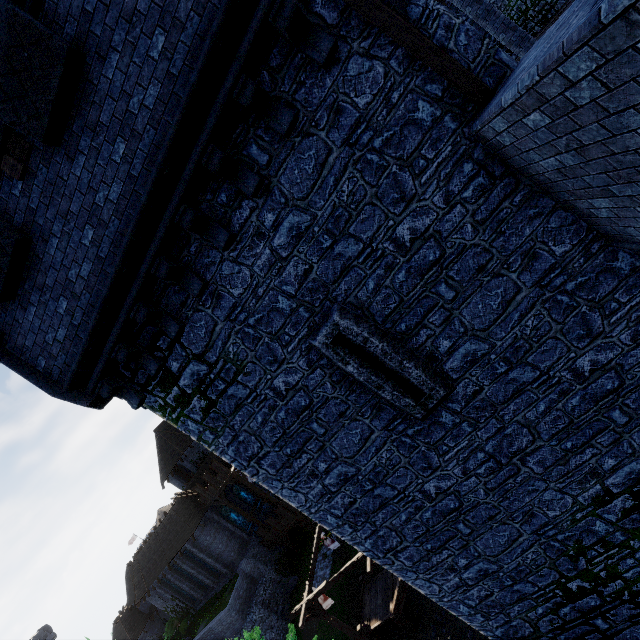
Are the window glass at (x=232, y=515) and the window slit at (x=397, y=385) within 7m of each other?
no

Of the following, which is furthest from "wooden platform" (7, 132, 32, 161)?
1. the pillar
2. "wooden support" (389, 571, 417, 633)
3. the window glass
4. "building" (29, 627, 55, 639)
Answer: "building" (29, 627, 55, 639)

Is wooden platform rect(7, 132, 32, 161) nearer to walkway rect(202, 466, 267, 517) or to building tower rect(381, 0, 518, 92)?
building tower rect(381, 0, 518, 92)

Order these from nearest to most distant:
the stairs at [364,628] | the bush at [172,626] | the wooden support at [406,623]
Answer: the wooden support at [406,623]
the stairs at [364,628]
the bush at [172,626]

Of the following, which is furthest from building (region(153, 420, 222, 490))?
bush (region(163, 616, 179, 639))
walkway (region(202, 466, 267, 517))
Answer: bush (region(163, 616, 179, 639))

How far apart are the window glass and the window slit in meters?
37.6 m

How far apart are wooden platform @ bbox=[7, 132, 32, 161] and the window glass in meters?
39.2

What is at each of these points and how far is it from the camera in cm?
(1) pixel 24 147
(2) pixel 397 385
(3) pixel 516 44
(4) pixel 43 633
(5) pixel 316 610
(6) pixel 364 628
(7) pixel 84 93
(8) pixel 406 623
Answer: (1) wooden platform, 494
(2) window slit, 556
(3) pillar, 916
(4) building, 5838
(5) wooden support, 1839
(6) stairs, 2019
(7) building tower, 461
(8) wooden support, 1928
